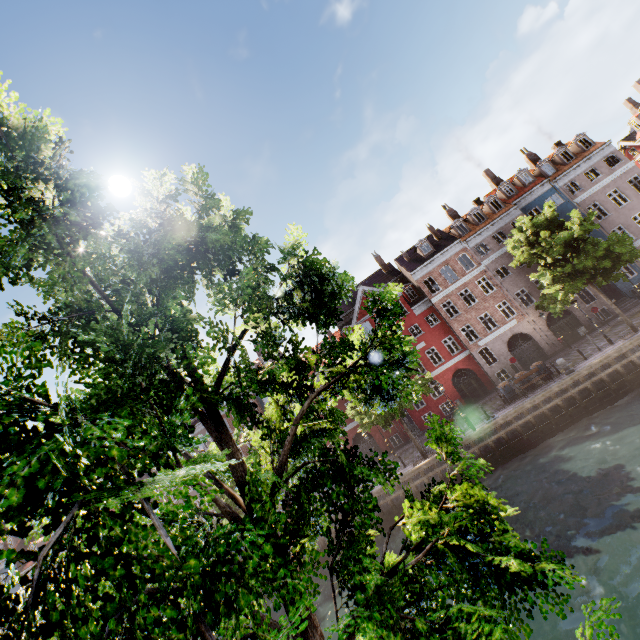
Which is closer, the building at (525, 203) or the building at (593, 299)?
the building at (593, 299)

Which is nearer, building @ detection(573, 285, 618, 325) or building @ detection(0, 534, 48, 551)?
building @ detection(573, 285, 618, 325)

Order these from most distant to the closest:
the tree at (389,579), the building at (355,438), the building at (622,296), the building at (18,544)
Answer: the building at (18,544), the building at (355,438), the building at (622,296), the tree at (389,579)

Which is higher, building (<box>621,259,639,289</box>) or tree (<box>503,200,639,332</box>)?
tree (<box>503,200,639,332</box>)

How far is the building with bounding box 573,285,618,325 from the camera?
28.5m

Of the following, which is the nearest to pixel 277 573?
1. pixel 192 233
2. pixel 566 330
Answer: pixel 192 233
